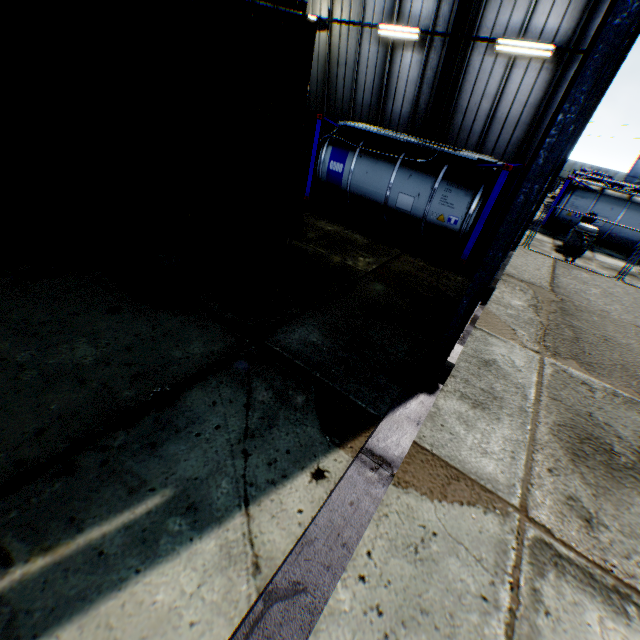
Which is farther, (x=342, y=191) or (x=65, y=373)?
(x=342, y=191)

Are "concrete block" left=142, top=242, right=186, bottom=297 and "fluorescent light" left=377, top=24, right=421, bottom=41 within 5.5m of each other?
no

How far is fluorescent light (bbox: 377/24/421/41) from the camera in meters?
11.1 m

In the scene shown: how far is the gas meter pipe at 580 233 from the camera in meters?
15.0 m

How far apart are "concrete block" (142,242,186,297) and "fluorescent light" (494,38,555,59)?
11.3 meters

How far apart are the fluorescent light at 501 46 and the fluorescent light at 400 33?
2.6m

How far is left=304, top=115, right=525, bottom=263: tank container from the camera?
9.8m

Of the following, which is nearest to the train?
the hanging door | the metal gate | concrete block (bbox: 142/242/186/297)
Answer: concrete block (bbox: 142/242/186/297)
